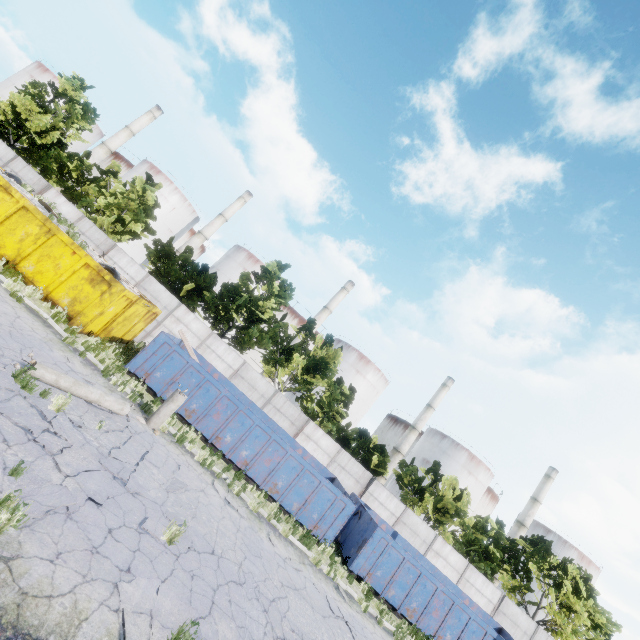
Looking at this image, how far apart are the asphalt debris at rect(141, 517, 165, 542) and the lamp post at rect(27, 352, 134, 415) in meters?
4.0 m

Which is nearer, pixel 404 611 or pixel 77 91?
pixel 404 611

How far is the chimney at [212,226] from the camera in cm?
5266

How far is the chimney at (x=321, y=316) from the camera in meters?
53.1

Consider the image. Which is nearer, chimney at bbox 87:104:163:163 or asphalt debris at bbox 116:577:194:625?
asphalt debris at bbox 116:577:194:625

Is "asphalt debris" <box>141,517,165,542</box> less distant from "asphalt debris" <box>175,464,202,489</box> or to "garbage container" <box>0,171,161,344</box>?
"asphalt debris" <box>175,464,202,489</box>

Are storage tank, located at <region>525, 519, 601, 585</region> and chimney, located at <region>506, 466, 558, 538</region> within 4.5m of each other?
no

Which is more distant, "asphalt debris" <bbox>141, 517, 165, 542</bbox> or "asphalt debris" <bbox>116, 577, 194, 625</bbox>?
"asphalt debris" <bbox>141, 517, 165, 542</bbox>
